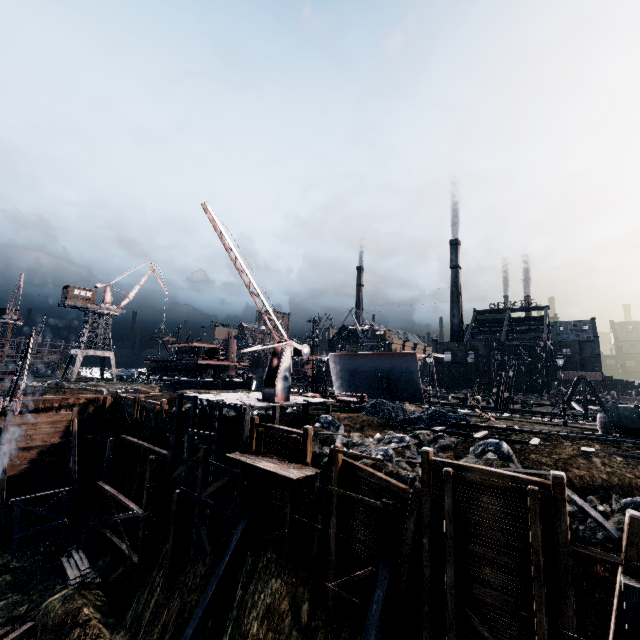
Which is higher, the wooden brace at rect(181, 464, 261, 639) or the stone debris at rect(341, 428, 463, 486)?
the stone debris at rect(341, 428, 463, 486)

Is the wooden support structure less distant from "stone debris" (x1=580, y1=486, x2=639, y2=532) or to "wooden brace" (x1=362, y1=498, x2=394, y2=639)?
"stone debris" (x1=580, y1=486, x2=639, y2=532)

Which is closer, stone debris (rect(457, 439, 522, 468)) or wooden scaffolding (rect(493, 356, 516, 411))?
stone debris (rect(457, 439, 522, 468))

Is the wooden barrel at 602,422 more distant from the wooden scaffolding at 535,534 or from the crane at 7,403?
the crane at 7,403

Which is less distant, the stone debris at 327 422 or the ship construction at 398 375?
the stone debris at 327 422

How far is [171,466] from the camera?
24.2 meters

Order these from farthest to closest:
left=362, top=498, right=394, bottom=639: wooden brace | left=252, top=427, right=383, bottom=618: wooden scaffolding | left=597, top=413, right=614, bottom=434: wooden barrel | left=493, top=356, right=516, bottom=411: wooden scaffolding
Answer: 1. left=493, top=356, right=516, bottom=411: wooden scaffolding
2. left=597, top=413, right=614, bottom=434: wooden barrel
3. left=252, top=427, right=383, bottom=618: wooden scaffolding
4. left=362, top=498, right=394, bottom=639: wooden brace

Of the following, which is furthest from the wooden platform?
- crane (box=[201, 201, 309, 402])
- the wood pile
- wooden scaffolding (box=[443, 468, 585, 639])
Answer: the wood pile
